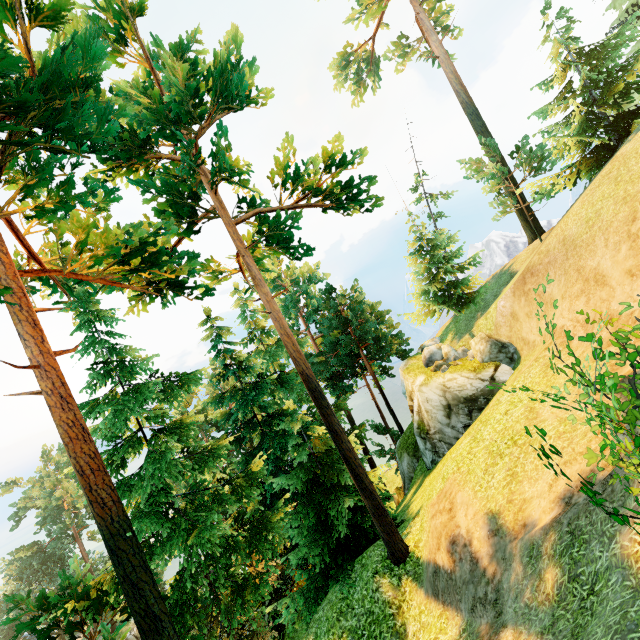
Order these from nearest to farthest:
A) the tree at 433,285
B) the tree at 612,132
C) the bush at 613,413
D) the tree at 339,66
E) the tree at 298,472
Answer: the bush at 613,413 < the tree at 298,472 < the tree at 612,132 < the tree at 433,285 < the tree at 339,66

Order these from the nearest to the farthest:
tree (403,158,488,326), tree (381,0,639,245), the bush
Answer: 1. the bush
2. tree (381,0,639,245)
3. tree (403,158,488,326)

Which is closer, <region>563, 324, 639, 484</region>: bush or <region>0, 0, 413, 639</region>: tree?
<region>563, 324, 639, 484</region>: bush

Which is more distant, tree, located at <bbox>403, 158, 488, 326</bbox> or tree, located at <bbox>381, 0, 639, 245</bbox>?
tree, located at <bbox>403, 158, 488, 326</bbox>

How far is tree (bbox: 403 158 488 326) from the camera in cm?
2548

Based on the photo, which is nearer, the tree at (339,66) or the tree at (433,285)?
the tree at (433,285)

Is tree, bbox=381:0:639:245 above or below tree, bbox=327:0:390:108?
below

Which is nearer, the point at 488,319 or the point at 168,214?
the point at 168,214
